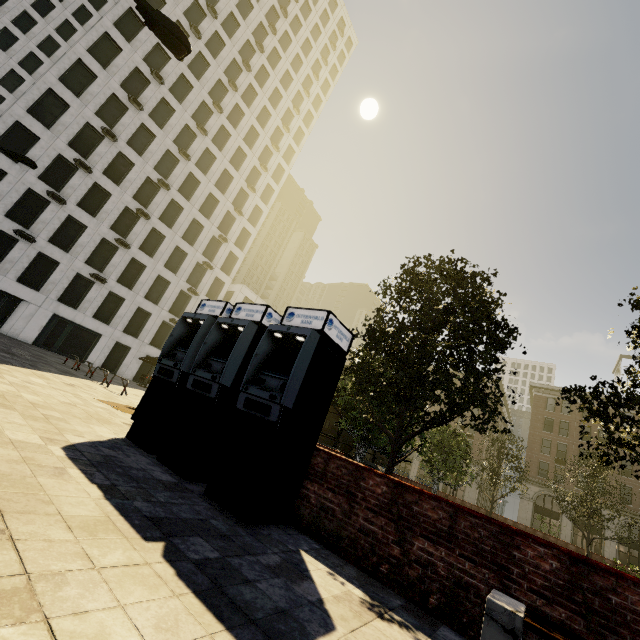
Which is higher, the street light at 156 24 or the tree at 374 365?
the street light at 156 24

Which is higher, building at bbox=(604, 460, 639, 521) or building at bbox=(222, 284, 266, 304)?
building at bbox=(222, 284, 266, 304)

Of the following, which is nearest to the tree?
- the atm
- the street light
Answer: the atm

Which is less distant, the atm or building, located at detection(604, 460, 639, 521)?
the atm

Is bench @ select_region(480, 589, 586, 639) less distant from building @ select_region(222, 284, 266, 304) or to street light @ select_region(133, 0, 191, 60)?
street light @ select_region(133, 0, 191, 60)

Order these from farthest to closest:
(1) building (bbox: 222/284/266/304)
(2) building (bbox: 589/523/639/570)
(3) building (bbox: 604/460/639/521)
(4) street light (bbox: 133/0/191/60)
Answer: (1) building (bbox: 222/284/266/304) → (3) building (bbox: 604/460/639/521) → (2) building (bbox: 589/523/639/570) → (4) street light (bbox: 133/0/191/60)

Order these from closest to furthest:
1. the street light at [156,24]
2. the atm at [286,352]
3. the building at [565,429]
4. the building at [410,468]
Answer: the atm at [286,352] → the street light at [156,24] → the building at [565,429] → the building at [410,468]

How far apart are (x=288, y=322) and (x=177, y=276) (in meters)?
34.33
